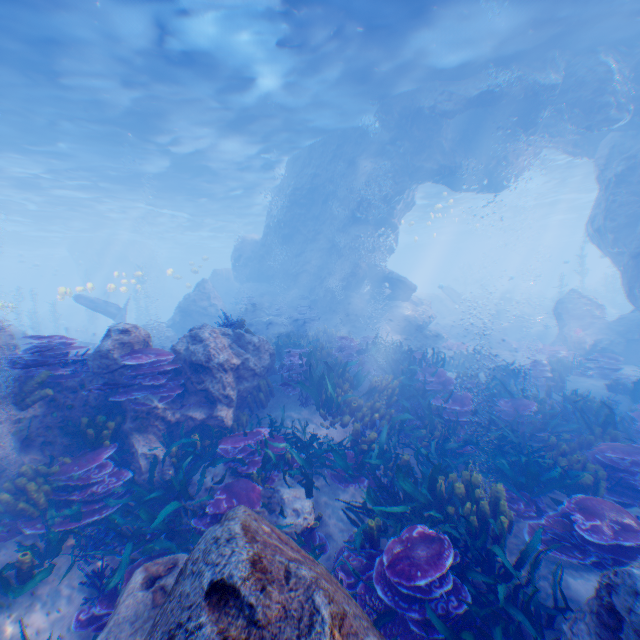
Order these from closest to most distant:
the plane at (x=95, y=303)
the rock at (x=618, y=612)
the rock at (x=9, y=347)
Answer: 1. the rock at (x=618, y=612)
2. the rock at (x=9, y=347)
3. the plane at (x=95, y=303)

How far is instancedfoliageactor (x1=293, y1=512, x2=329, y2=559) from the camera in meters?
4.7 m

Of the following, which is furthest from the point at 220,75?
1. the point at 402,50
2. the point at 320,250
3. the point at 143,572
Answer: the point at 143,572

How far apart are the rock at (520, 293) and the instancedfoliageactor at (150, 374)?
45.73m

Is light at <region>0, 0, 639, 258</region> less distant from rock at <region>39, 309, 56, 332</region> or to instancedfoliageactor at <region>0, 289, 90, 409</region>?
rock at <region>39, 309, 56, 332</region>

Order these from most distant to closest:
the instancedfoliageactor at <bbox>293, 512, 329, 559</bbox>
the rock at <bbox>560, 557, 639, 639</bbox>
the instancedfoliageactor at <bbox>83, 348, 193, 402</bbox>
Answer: the instancedfoliageactor at <bbox>83, 348, 193, 402</bbox>
the instancedfoliageactor at <bbox>293, 512, 329, 559</bbox>
the rock at <bbox>560, 557, 639, 639</bbox>

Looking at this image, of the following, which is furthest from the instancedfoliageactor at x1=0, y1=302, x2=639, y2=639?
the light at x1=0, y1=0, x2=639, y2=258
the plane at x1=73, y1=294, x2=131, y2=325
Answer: the light at x1=0, y1=0, x2=639, y2=258

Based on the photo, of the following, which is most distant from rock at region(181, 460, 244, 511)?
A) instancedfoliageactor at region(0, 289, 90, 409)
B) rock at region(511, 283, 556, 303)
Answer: rock at region(511, 283, 556, 303)
